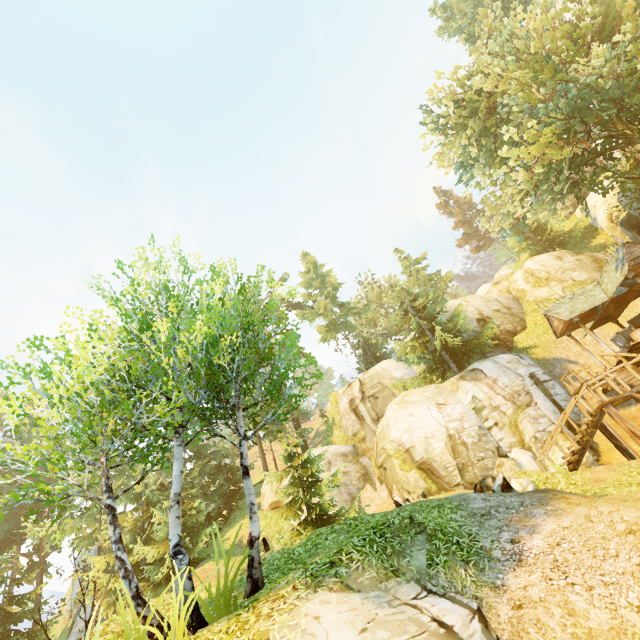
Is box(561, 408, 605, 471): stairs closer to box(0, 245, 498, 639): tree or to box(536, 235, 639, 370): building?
box(536, 235, 639, 370): building

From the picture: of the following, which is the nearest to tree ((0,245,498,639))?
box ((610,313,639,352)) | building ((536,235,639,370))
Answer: building ((536,235,639,370))

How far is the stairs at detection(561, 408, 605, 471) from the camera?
11.3 meters

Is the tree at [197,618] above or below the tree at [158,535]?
below

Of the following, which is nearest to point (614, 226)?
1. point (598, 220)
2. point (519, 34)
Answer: point (598, 220)

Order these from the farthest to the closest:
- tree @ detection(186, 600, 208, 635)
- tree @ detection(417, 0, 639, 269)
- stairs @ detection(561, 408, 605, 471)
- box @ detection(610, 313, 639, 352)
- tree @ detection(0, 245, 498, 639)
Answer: box @ detection(610, 313, 639, 352) → tree @ detection(417, 0, 639, 269) → stairs @ detection(561, 408, 605, 471) → tree @ detection(0, 245, 498, 639) → tree @ detection(186, 600, 208, 635)

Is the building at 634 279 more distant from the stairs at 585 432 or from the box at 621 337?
the stairs at 585 432

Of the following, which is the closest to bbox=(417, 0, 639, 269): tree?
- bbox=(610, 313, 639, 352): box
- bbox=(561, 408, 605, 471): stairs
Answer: bbox=(610, 313, 639, 352): box
